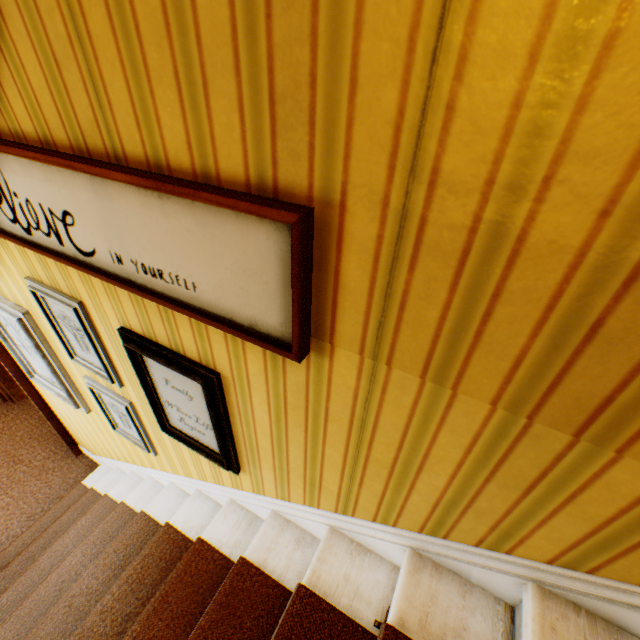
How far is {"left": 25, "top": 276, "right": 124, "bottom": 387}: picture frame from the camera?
1.6m

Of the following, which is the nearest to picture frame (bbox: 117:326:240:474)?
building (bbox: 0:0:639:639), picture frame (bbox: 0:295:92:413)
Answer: building (bbox: 0:0:639:639)

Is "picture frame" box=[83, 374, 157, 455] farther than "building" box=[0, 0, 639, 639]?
Yes

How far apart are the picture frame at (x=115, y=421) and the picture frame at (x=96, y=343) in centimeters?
16cm

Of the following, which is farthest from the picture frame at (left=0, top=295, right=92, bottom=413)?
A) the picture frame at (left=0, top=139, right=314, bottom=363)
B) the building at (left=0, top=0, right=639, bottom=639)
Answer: the picture frame at (left=0, top=139, right=314, bottom=363)

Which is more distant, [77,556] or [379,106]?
[77,556]

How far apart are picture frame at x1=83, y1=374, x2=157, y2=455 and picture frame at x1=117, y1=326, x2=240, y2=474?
0.3 meters

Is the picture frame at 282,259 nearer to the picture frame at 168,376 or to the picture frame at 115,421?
the picture frame at 168,376
